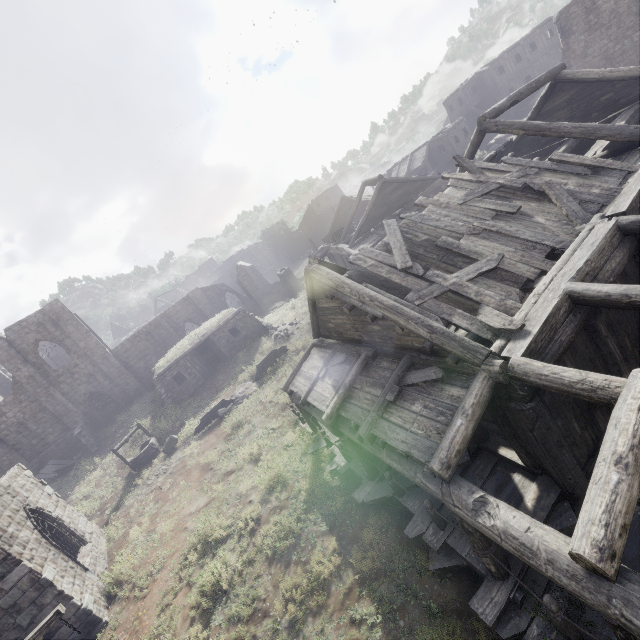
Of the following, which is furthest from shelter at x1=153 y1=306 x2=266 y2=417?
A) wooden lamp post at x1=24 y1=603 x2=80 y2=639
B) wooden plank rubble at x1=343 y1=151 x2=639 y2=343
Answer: wooden plank rubble at x1=343 y1=151 x2=639 y2=343

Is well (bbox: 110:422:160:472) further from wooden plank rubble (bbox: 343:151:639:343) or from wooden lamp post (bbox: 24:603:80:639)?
wooden plank rubble (bbox: 343:151:639:343)

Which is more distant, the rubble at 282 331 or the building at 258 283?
the rubble at 282 331

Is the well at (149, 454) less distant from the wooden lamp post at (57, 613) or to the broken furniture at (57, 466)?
the broken furniture at (57, 466)

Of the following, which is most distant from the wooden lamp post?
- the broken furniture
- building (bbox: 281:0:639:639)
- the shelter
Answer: the broken furniture

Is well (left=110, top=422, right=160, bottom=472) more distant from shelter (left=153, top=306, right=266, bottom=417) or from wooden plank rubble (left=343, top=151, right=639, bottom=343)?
wooden plank rubble (left=343, top=151, right=639, bottom=343)

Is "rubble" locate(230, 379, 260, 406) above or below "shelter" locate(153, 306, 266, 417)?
below

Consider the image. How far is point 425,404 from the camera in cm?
698
